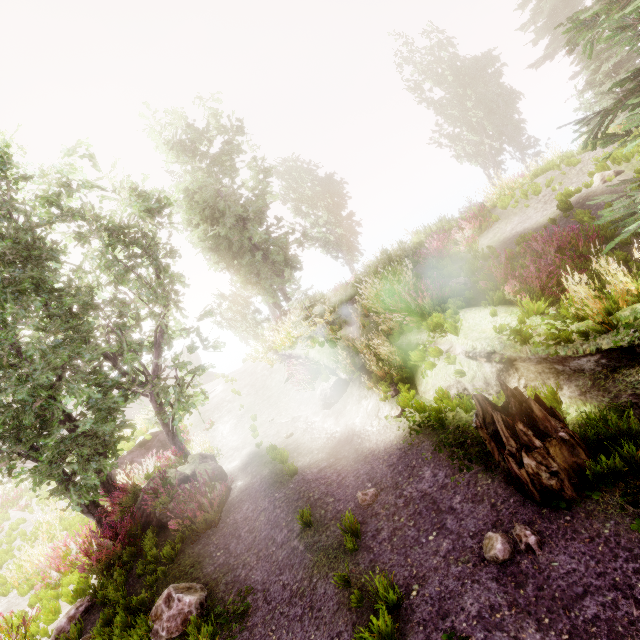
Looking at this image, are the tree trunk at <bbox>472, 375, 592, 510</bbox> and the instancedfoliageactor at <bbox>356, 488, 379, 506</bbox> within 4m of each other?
yes

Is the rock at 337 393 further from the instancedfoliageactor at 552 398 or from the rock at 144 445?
the rock at 144 445

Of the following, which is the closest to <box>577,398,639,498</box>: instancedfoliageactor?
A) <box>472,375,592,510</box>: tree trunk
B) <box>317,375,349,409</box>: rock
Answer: <box>472,375,592,510</box>: tree trunk

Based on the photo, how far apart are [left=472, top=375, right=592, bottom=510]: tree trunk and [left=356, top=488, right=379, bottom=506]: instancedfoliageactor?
2.3 meters

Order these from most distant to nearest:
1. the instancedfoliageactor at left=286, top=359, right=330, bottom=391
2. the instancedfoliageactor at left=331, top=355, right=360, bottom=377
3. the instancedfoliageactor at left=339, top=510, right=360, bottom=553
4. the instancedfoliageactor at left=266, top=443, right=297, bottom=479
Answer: the instancedfoliageactor at left=286, top=359, right=330, bottom=391, the instancedfoliageactor at left=331, top=355, right=360, bottom=377, the instancedfoliageactor at left=266, top=443, right=297, bottom=479, the instancedfoliageactor at left=339, top=510, right=360, bottom=553

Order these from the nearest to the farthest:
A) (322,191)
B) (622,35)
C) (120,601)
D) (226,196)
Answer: (622,35) → (120,601) → (226,196) → (322,191)

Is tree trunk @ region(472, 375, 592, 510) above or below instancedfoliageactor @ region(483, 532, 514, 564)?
above

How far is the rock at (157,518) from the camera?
8.7m
